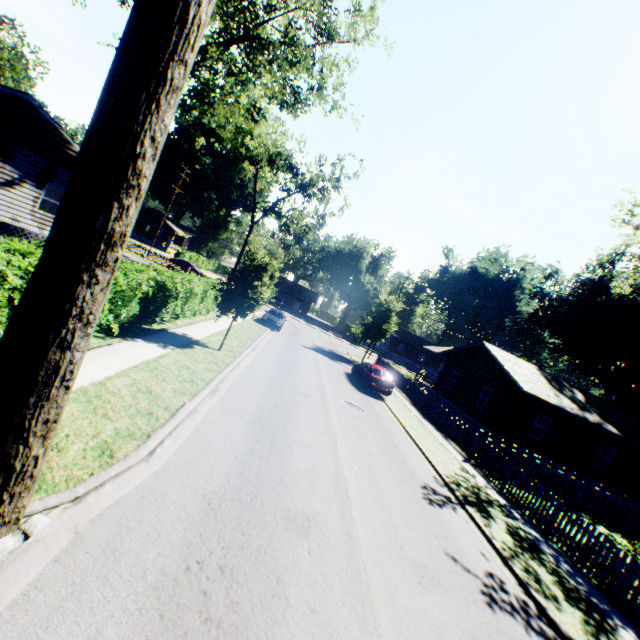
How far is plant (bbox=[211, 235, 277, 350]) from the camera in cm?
1383

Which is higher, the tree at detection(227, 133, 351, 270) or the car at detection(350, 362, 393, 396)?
the tree at detection(227, 133, 351, 270)

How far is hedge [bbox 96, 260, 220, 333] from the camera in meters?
10.0

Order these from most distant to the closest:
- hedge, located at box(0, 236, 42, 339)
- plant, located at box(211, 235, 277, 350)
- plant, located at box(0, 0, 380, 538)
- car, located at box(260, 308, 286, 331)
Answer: car, located at box(260, 308, 286, 331), plant, located at box(211, 235, 277, 350), hedge, located at box(0, 236, 42, 339), plant, located at box(0, 0, 380, 538)

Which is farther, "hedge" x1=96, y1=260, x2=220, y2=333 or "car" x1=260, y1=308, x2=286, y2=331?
"car" x1=260, y1=308, x2=286, y2=331

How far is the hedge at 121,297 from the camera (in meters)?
9.98

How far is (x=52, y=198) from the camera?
20.72m

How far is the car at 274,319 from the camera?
27.8 meters
